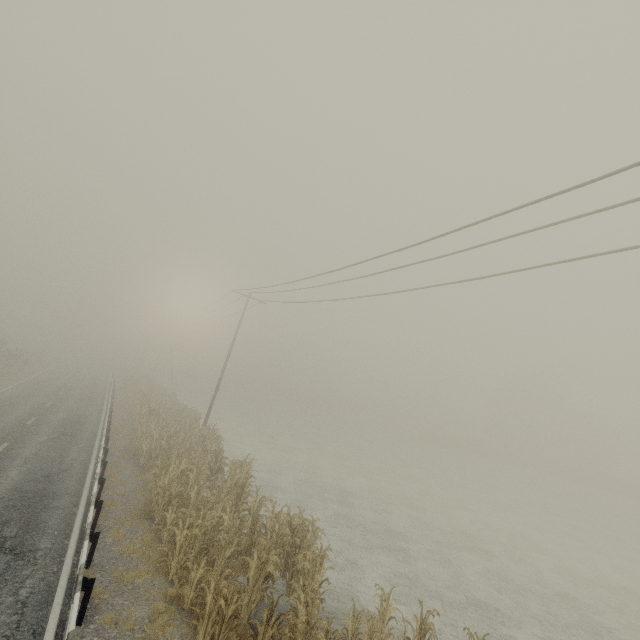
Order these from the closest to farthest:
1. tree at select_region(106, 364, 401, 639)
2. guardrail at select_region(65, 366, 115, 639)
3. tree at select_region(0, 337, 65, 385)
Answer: guardrail at select_region(65, 366, 115, 639) → tree at select_region(106, 364, 401, 639) → tree at select_region(0, 337, 65, 385)

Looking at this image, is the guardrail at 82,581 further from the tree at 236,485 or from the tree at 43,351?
the tree at 43,351

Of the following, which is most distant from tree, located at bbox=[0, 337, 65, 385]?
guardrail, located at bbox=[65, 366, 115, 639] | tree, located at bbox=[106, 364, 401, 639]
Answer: tree, located at bbox=[106, 364, 401, 639]

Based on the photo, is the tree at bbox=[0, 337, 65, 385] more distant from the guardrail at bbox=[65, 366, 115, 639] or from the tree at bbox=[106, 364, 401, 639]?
the tree at bbox=[106, 364, 401, 639]

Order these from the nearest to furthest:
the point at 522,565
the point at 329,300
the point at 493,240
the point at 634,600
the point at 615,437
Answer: the point at 493,240 → the point at 634,600 → the point at 522,565 → the point at 329,300 → the point at 615,437
